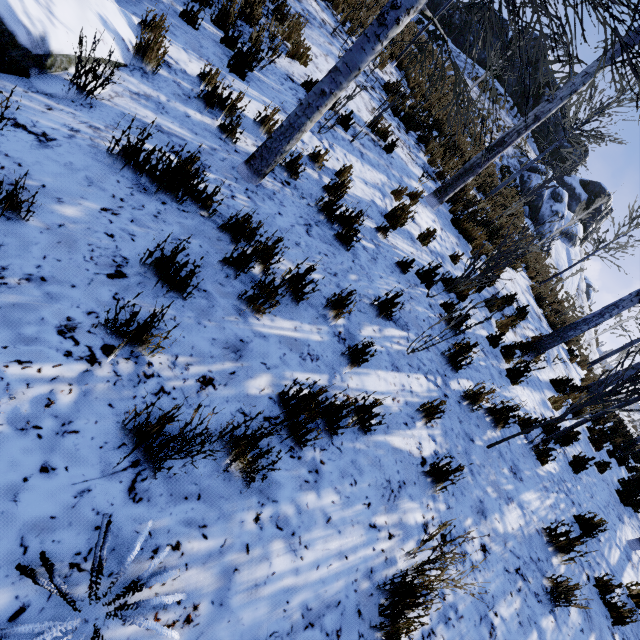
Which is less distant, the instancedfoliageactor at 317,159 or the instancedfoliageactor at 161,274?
the instancedfoliageactor at 161,274

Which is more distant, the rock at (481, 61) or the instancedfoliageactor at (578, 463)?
the rock at (481, 61)

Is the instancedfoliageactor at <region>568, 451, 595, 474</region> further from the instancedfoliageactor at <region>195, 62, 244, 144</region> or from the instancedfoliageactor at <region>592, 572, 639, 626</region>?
the instancedfoliageactor at <region>195, 62, 244, 144</region>

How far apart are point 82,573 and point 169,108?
4.1 meters

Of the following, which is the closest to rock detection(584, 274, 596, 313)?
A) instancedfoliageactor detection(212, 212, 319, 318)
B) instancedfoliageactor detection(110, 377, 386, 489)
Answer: instancedfoliageactor detection(212, 212, 319, 318)

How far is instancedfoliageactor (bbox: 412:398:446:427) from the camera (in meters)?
3.24

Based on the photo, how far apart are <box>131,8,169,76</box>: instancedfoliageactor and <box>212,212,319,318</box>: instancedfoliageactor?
2.39m

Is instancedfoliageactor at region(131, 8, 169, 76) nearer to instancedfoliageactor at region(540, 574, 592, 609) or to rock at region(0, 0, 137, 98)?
rock at region(0, 0, 137, 98)
